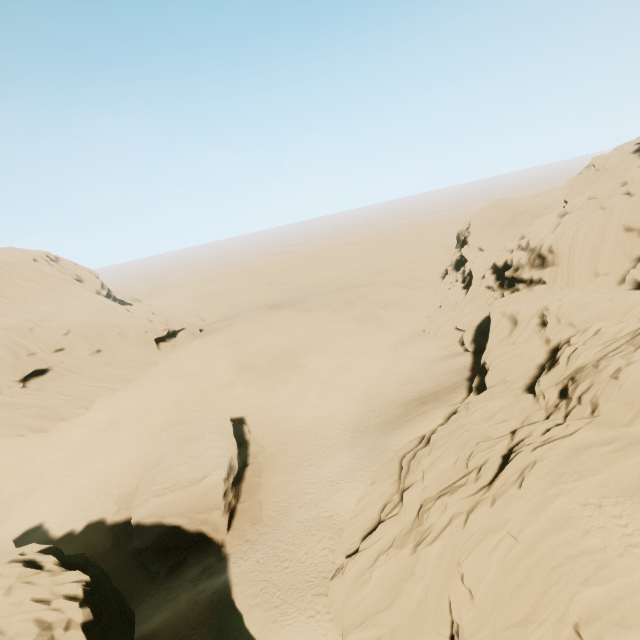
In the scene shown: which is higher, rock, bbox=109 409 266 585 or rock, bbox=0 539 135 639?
rock, bbox=0 539 135 639

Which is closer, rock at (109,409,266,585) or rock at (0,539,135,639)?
rock at (0,539,135,639)

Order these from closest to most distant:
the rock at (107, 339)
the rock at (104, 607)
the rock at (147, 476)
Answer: the rock at (104, 607) → the rock at (147, 476) → the rock at (107, 339)

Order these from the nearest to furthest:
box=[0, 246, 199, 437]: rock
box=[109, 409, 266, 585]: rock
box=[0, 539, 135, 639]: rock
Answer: box=[0, 539, 135, 639]: rock < box=[109, 409, 266, 585]: rock < box=[0, 246, 199, 437]: rock

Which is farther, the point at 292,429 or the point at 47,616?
the point at 292,429

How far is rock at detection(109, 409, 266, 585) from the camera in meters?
23.3 m

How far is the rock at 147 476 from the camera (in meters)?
23.27
